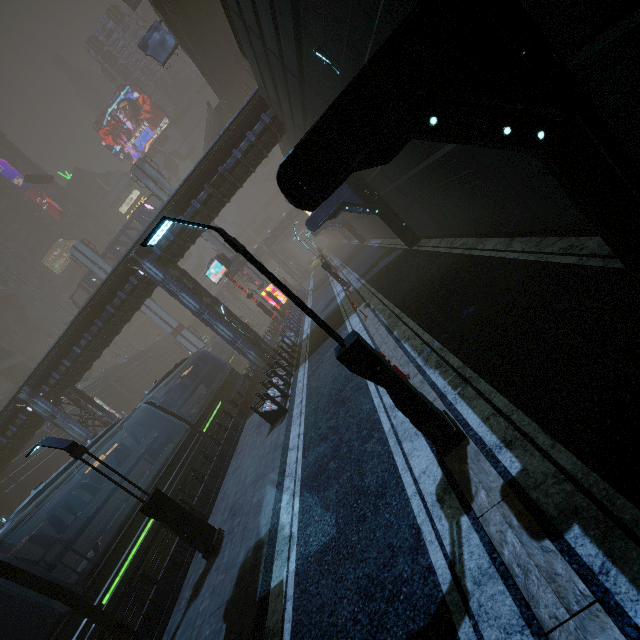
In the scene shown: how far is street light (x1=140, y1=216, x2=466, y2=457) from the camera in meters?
4.5 m

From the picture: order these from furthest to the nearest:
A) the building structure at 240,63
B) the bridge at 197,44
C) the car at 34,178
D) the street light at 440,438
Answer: the car at 34,178
the building structure at 240,63
the bridge at 197,44
the street light at 440,438

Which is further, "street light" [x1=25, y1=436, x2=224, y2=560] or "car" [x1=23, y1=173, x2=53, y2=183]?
"car" [x1=23, y1=173, x2=53, y2=183]

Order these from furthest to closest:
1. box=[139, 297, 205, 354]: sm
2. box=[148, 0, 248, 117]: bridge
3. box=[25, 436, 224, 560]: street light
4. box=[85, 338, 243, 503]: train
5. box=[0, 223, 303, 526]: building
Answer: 1. box=[139, 297, 205, 354]: sm
2. box=[148, 0, 248, 117]: bridge
3. box=[0, 223, 303, 526]: building
4. box=[85, 338, 243, 503]: train
5. box=[25, 436, 224, 560]: street light

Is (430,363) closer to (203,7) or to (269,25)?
(269,25)

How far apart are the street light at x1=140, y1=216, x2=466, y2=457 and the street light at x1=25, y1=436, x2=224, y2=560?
7.1 meters

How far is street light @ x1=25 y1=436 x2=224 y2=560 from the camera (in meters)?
8.49

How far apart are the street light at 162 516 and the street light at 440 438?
7.1m
